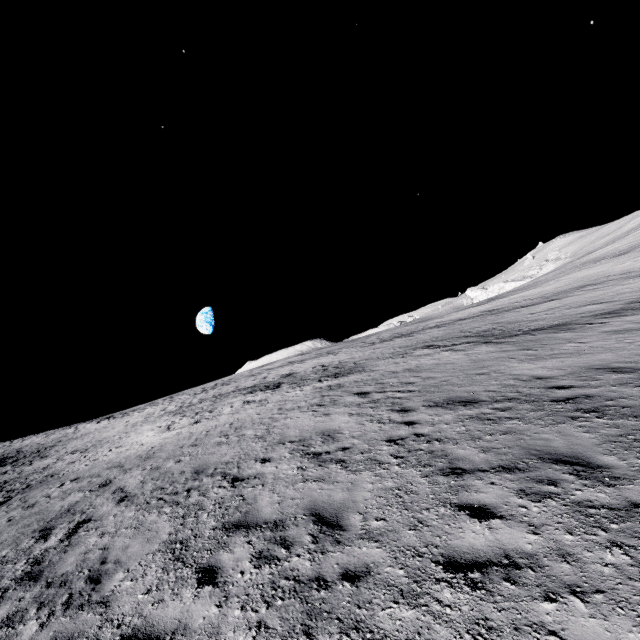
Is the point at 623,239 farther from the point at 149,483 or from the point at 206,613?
the point at 206,613
